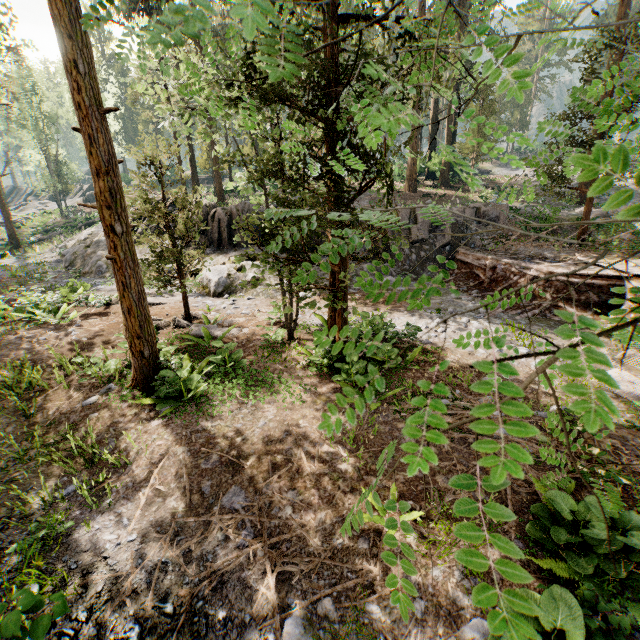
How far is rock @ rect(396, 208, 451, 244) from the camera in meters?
19.5 m

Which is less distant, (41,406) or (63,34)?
(63,34)

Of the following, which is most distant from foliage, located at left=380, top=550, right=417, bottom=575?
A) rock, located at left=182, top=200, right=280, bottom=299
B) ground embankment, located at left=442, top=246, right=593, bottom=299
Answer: rock, located at left=182, top=200, right=280, bottom=299

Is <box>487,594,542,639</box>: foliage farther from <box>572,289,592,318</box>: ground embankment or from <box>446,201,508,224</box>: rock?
<box>446,201,508,224</box>: rock

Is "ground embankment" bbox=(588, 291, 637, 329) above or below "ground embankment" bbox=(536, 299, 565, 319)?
above

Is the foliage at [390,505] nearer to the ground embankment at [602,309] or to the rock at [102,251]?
the ground embankment at [602,309]

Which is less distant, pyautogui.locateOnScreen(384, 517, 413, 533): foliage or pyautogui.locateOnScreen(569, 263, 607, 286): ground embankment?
pyautogui.locateOnScreen(384, 517, 413, 533): foliage
